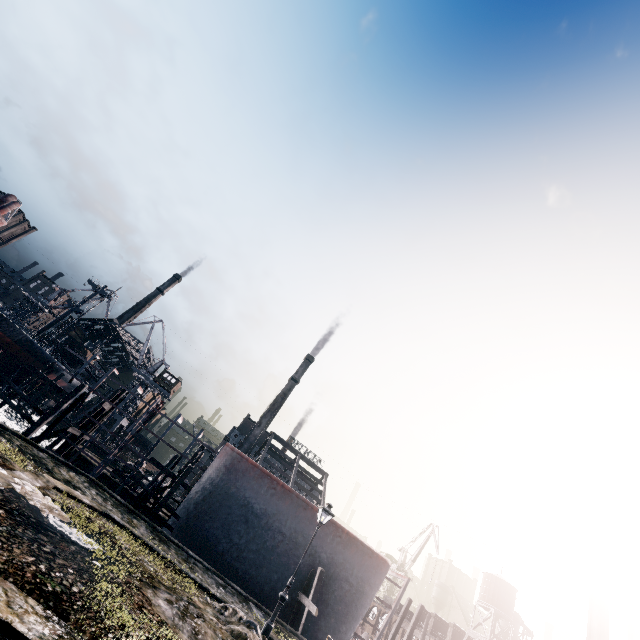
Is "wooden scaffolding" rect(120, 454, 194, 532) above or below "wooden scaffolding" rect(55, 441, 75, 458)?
above

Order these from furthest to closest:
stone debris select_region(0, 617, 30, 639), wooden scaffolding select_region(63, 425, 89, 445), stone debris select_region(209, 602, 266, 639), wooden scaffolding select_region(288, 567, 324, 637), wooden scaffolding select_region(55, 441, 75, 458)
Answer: wooden scaffolding select_region(55, 441, 75, 458)
wooden scaffolding select_region(63, 425, 89, 445)
wooden scaffolding select_region(288, 567, 324, 637)
stone debris select_region(209, 602, 266, 639)
stone debris select_region(0, 617, 30, 639)

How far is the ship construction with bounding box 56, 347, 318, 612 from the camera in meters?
22.9 m

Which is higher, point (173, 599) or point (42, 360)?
point (42, 360)

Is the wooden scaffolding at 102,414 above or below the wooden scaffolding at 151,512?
above

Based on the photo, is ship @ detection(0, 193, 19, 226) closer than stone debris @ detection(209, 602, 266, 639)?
No

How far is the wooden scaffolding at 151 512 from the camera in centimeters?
2050cm

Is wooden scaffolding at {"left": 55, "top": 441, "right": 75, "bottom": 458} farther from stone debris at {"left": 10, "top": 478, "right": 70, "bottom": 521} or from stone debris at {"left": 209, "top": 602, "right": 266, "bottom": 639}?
stone debris at {"left": 209, "top": 602, "right": 266, "bottom": 639}
